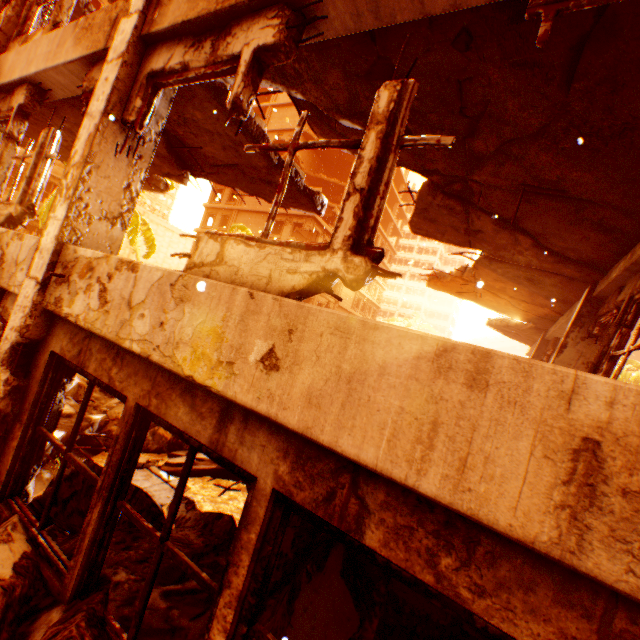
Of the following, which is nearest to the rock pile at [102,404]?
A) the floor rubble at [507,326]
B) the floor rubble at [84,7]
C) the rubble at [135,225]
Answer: the rubble at [135,225]

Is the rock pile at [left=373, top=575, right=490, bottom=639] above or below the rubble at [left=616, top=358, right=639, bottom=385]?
below

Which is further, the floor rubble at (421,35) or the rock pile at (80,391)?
the rock pile at (80,391)

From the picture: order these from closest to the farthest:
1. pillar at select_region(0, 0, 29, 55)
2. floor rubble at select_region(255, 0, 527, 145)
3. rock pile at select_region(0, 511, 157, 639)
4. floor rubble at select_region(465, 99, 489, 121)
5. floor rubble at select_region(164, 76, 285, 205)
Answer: rock pile at select_region(0, 511, 157, 639) → floor rubble at select_region(255, 0, 527, 145) → floor rubble at select_region(465, 99, 489, 121) → floor rubble at select_region(164, 76, 285, 205) → pillar at select_region(0, 0, 29, 55)

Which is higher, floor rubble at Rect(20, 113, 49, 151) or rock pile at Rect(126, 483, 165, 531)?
floor rubble at Rect(20, 113, 49, 151)

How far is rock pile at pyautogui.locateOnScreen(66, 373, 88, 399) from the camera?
7.6 meters

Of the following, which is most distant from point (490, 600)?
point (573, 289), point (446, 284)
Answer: point (446, 284)
